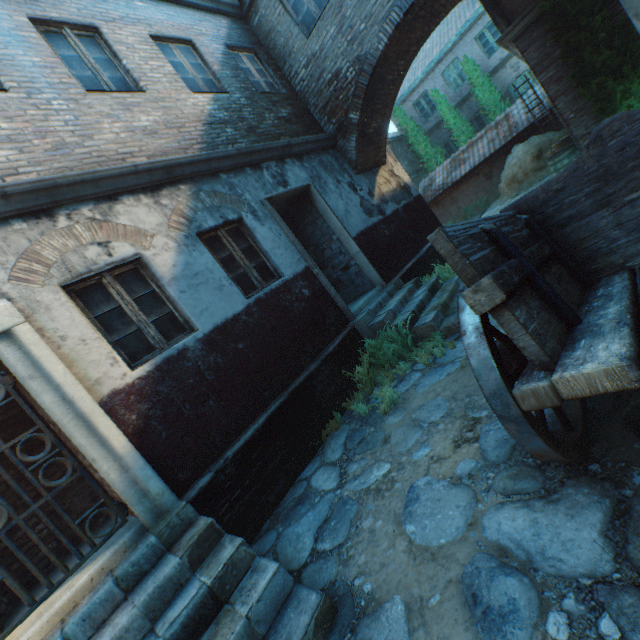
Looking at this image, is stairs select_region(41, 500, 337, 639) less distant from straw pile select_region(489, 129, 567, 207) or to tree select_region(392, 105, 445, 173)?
straw pile select_region(489, 129, 567, 207)

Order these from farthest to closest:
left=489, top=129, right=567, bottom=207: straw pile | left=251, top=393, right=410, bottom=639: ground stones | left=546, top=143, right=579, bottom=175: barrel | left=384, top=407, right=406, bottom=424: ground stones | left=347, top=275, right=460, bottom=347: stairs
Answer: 1. left=489, top=129, right=567, bottom=207: straw pile
2. left=546, top=143, right=579, bottom=175: barrel
3. left=347, top=275, right=460, bottom=347: stairs
4. left=384, top=407, right=406, bottom=424: ground stones
5. left=251, top=393, right=410, bottom=639: ground stones

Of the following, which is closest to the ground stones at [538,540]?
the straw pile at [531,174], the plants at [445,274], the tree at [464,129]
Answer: the plants at [445,274]

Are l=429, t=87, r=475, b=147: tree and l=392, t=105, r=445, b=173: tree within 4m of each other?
yes

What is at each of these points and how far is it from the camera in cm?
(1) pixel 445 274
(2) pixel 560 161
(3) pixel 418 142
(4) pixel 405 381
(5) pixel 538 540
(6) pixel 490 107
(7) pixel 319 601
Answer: (1) plants, 715
(2) barrel, 809
(3) tree, 1944
(4) ground stones, 485
(5) ground stones, 184
(6) tree, 1675
(7) stairs, 224

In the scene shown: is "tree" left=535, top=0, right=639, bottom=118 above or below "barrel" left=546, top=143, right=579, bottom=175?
above

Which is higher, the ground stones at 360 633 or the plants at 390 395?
the plants at 390 395

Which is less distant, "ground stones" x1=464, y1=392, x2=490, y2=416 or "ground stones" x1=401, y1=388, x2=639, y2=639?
"ground stones" x1=401, y1=388, x2=639, y2=639
